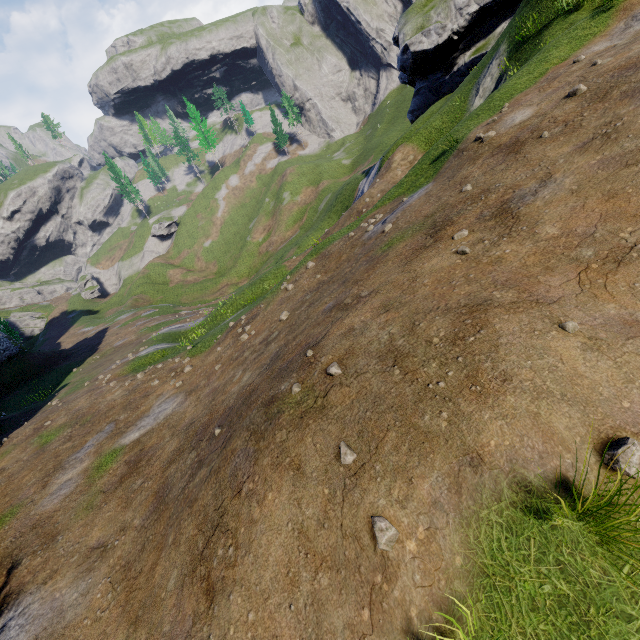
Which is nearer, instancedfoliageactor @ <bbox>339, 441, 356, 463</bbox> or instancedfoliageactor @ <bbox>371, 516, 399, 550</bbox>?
instancedfoliageactor @ <bbox>371, 516, 399, 550</bbox>

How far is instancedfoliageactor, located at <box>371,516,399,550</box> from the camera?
2.9m

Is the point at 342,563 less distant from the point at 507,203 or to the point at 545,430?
the point at 545,430

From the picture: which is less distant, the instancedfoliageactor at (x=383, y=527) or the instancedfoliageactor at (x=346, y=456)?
the instancedfoliageactor at (x=383, y=527)

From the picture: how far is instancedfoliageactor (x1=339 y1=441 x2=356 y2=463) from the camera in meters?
3.4 m

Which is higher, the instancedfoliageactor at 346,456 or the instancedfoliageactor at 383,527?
the instancedfoliageactor at 346,456

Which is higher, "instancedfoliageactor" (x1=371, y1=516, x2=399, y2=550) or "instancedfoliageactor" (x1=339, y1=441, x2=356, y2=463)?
"instancedfoliageactor" (x1=339, y1=441, x2=356, y2=463)

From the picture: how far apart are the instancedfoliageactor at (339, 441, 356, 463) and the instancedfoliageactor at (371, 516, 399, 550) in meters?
0.6 m
